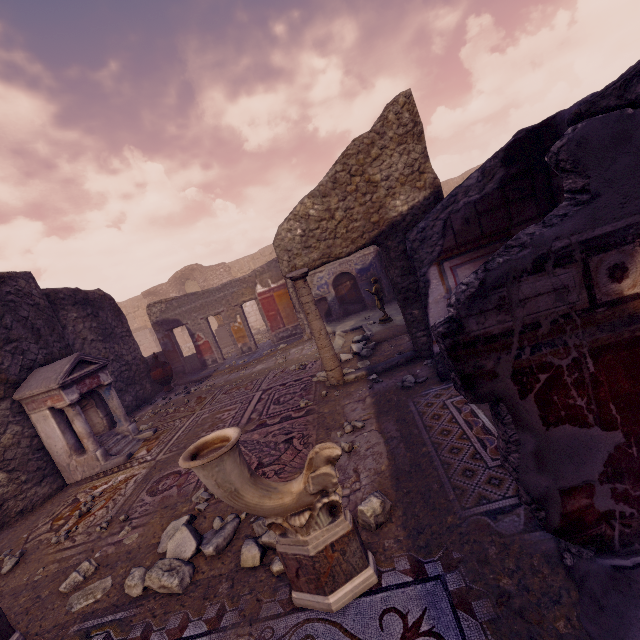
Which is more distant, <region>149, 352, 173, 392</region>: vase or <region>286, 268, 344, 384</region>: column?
<region>149, 352, 173, 392</region>: vase

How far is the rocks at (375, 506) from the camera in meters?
2.5

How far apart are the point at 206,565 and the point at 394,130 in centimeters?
600cm

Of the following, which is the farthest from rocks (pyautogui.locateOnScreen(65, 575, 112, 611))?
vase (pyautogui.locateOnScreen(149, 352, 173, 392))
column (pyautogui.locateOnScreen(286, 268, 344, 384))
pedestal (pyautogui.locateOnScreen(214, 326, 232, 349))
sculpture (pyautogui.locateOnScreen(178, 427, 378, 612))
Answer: pedestal (pyautogui.locateOnScreen(214, 326, 232, 349))

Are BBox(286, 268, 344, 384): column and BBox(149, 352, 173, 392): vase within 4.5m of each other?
no

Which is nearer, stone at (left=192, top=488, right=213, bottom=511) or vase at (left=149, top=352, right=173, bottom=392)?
stone at (left=192, top=488, right=213, bottom=511)

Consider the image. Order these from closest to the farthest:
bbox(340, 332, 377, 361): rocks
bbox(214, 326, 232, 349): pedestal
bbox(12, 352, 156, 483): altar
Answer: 1. bbox(12, 352, 156, 483): altar
2. bbox(340, 332, 377, 361): rocks
3. bbox(214, 326, 232, 349): pedestal

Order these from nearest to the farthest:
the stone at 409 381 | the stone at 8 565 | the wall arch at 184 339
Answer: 1. the stone at 8 565
2. the stone at 409 381
3. the wall arch at 184 339
